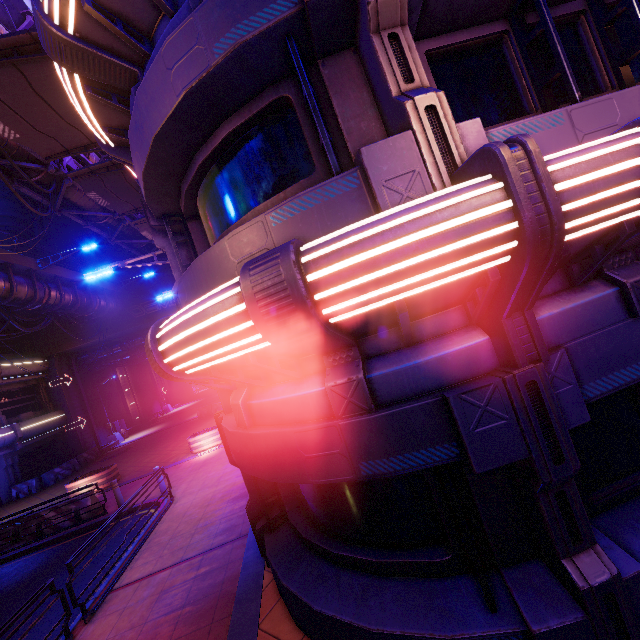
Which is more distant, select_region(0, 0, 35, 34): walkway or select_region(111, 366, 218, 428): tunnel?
select_region(111, 366, 218, 428): tunnel

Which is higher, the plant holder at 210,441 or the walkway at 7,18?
A: the walkway at 7,18

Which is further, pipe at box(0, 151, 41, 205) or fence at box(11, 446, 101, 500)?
fence at box(11, 446, 101, 500)

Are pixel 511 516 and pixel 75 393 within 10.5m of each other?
no

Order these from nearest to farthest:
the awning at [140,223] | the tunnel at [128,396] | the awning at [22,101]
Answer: the awning at [22,101] → the awning at [140,223] → the tunnel at [128,396]

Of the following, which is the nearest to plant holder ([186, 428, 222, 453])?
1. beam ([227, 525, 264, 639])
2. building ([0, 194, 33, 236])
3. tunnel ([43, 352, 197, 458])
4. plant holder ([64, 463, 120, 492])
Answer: beam ([227, 525, 264, 639])

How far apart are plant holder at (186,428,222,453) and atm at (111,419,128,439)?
19.0m

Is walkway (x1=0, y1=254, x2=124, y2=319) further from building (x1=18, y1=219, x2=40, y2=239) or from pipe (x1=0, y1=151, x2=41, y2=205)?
building (x1=18, y1=219, x2=40, y2=239)
